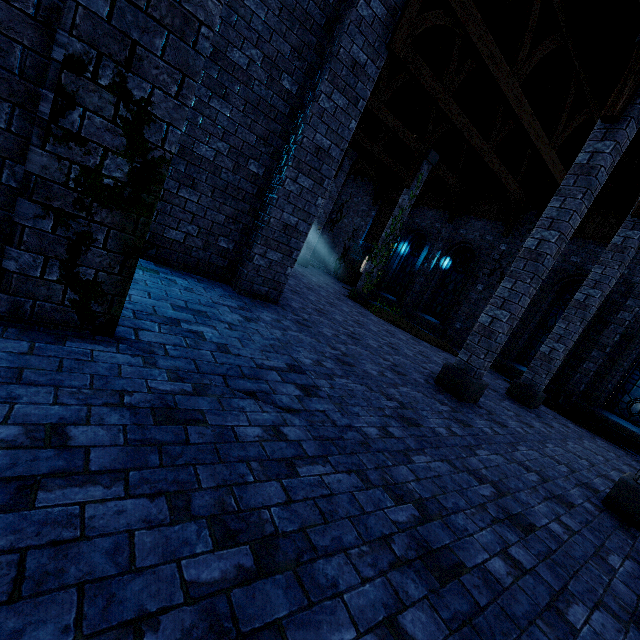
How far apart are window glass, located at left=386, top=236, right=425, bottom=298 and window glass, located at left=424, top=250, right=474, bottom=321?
1.5 meters

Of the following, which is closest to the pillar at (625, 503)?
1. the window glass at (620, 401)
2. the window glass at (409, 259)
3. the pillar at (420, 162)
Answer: the window glass at (620, 401)

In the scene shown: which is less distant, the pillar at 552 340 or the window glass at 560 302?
the pillar at 552 340

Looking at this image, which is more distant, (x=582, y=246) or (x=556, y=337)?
(x=582, y=246)

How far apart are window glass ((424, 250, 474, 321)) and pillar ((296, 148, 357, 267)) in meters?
7.3 m

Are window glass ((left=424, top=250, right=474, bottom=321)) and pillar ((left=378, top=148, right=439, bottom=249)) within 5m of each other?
yes

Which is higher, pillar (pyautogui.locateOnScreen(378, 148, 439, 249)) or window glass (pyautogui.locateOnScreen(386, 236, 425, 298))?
pillar (pyautogui.locateOnScreen(378, 148, 439, 249))

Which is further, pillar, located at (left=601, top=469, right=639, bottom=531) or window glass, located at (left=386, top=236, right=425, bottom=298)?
window glass, located at (left=386, top=236, right=425, bottom=298)
